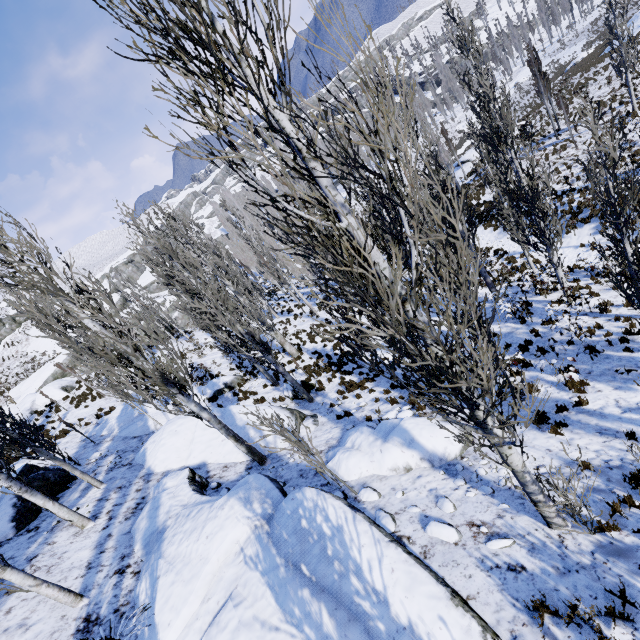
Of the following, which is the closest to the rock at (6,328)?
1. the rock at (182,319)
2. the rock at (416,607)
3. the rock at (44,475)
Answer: the rock at (182,319)

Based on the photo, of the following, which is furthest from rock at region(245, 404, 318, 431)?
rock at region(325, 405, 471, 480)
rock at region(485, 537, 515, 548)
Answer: Result: rock at region(485, 537, 515, 548)

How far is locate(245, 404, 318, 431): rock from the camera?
11.50m

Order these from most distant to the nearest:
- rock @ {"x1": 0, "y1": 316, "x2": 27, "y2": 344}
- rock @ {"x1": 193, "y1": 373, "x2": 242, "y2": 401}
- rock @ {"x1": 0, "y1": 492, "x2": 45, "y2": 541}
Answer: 1. rock @ {"x1": 0, "y1": 316, "x2": 27, "y2": 344}
2. rock @ {"x1": 193, "y1": 373, "x2": 242, "y2": 401}
3. rock @ {"x1": 0, "y1": 492, "x2": 45, "y2": 541}

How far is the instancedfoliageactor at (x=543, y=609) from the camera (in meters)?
3.31

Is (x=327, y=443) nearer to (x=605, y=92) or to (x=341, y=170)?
(x=341, y=170)

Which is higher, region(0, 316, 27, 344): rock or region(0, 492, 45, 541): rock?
region(0, 316, 27, 344): rock

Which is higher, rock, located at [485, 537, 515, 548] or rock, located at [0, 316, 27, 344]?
rock, located at [0, 316, 27, 344]
